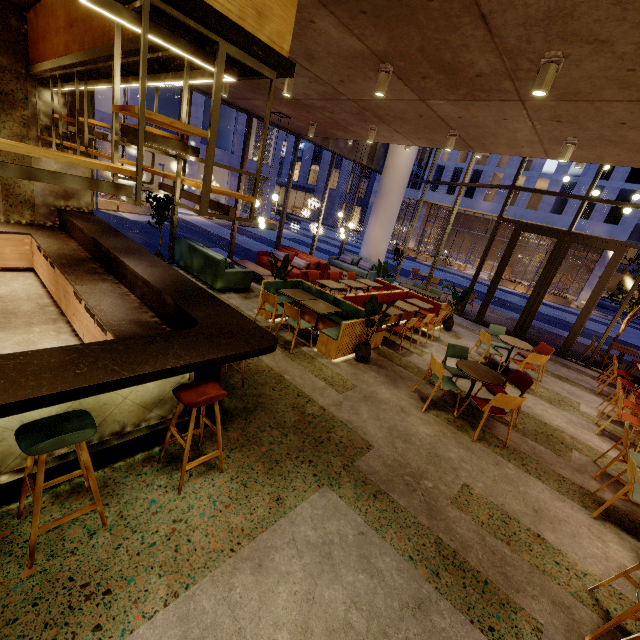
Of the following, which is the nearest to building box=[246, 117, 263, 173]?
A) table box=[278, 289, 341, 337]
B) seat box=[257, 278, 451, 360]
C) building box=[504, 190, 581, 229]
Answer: building box=[504, 190, 581, 229]

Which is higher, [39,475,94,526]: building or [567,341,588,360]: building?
[567,341,588,360]: building

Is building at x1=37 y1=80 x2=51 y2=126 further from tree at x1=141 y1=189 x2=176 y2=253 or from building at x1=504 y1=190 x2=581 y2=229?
building at x1=504 y1=190 x2=581 y2=229

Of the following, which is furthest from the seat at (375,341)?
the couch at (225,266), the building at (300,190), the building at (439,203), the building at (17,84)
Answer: the building at (300,190)

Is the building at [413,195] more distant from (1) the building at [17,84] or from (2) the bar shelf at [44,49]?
(2) the bar shelf at [44,49]

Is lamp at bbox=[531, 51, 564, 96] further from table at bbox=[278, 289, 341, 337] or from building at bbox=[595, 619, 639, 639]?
table at bbox=[278, 289, 341, 337]

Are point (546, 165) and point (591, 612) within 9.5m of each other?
no

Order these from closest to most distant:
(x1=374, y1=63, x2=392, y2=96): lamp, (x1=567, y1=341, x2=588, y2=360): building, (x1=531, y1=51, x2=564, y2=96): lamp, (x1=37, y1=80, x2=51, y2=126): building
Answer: (x1=531, y1=51, x2=564, y2=96): lamp → (x1=374, y1=63, x2=392, y2=96): lamp → (x1=37, y1=80, x2=51, y2=126): building → (x1=567, y1=341, x2=588, y2=360): building
